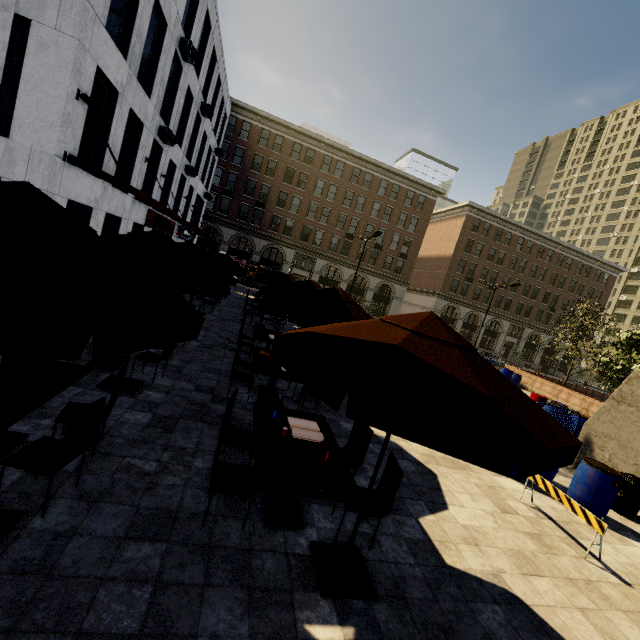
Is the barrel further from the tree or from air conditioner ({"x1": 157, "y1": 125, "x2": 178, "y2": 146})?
air conditioner ({"x1": 157, "y1": 125, "x2": 178, "y2": 146})

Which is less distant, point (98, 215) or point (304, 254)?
point (98, 215)

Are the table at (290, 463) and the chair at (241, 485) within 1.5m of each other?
yes

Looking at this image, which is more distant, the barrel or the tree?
the tree

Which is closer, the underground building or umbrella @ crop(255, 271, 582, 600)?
umbrella @ crop(255, 271, 582, 600)

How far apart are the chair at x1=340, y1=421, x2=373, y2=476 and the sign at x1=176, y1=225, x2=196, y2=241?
22.4m

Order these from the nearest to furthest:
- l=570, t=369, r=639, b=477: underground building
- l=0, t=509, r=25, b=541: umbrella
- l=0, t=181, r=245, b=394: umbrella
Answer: l=0, t=181, r=245, b=394: umbrella → l=0, t=509, r=25, b=541: umbrella → l=570, t=369, r=639, b=477: underground building

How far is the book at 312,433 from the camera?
4.39m
